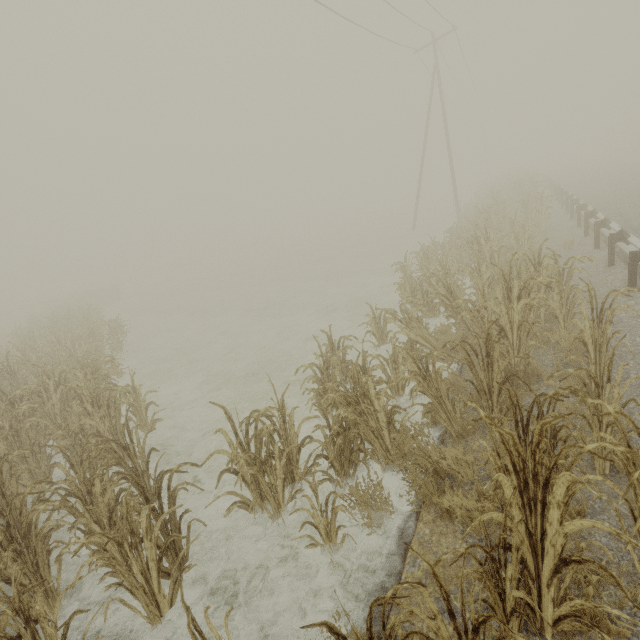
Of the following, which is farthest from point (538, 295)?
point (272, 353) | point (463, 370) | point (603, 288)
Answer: point (272, 353)

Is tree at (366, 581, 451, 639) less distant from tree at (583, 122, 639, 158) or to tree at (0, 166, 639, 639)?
tree at (0, 166, 639, 639)

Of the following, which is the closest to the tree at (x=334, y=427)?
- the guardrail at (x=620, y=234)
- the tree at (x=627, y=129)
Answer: the guardrail at (x=620, y=234)

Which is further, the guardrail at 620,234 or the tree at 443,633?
the guardrail at 620,234

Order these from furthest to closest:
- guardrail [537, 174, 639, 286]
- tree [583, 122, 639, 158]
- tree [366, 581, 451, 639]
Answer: tree [583, 122, 639, 158], guardrail [537, 174, 639, 286], tree [366, 581, 451, 639]

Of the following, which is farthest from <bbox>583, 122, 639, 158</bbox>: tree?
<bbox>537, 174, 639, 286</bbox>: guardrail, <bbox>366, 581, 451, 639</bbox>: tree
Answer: <bbox>366, 581, 451, 639</bbox>: tree

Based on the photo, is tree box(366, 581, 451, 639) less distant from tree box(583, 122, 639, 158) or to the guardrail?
the guardrail

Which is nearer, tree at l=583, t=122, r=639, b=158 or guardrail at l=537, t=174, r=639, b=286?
guardrail at l=537, t=174, r=639, b=286
